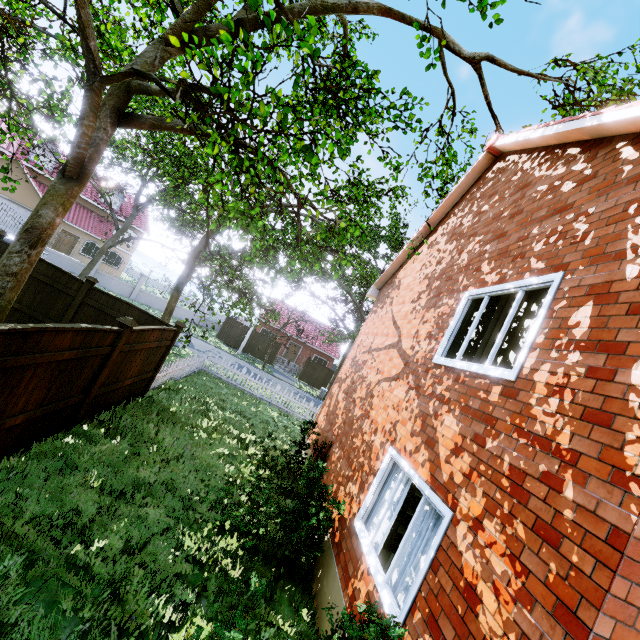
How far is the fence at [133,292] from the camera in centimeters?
2676cm

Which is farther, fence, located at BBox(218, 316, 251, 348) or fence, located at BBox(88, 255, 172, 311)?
fence, located at BBox(218, 316, 251, 348)

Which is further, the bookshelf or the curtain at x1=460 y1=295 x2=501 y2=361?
the bookshelf

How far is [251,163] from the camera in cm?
482

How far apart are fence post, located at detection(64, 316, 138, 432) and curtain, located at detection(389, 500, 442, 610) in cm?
552

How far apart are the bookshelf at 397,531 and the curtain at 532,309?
3.25m

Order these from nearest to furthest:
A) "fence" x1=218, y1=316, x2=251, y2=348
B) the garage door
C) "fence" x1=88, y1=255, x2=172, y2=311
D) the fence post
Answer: the fence post
the garage door
"fence" x1=88, y1=255, x2=172, y2=311
"fence" x1=218, y1=316, x2=251, y2=348

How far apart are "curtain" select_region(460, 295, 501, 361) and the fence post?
6.0m
